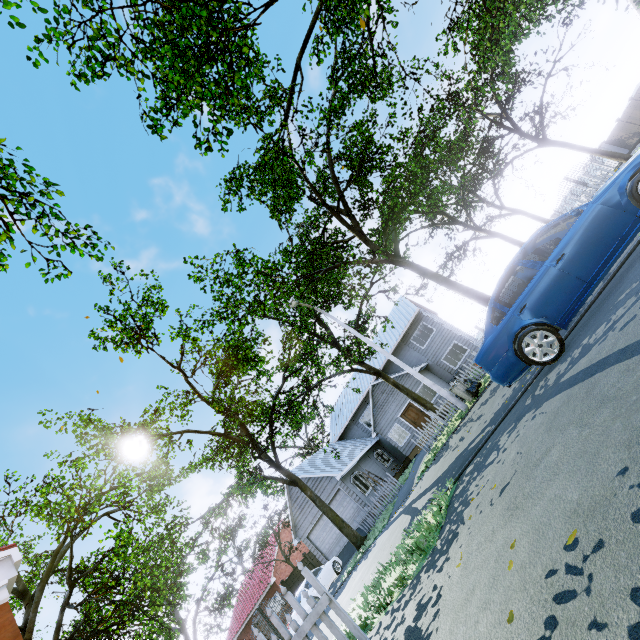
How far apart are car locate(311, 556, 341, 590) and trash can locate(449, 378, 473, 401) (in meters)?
13.15

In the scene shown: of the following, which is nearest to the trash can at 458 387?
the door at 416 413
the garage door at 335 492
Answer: the door at 416 413

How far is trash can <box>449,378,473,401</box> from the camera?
13.45m

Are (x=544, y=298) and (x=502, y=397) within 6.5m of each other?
yes

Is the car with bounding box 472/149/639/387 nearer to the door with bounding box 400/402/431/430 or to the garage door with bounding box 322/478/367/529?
the garage door with bounding box 322/478/367/529

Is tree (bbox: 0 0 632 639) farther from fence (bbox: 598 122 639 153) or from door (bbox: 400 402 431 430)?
door (bbox: 400 402 431 430)

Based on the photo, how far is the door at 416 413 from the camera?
24.4m

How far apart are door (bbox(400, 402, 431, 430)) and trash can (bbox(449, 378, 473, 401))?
11.1m
